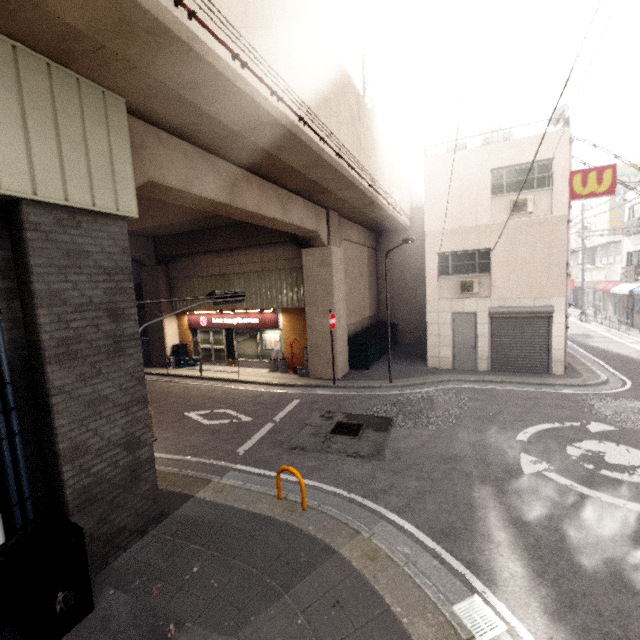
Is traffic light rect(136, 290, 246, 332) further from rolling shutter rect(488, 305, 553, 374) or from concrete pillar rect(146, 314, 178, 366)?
rolling shutter rect(488, 305, 553, 374)

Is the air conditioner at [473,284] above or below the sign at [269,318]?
above

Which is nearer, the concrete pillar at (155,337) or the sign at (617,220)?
the concrete pillar at (155,337)

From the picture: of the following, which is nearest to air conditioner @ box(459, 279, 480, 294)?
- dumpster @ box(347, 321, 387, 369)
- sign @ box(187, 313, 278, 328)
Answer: dumpster @ box(347, 321, 387, 369)

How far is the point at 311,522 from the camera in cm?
541

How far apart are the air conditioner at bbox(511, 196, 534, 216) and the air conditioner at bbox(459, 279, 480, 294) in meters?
2.6

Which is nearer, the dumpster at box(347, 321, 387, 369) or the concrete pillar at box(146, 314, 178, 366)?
the dumpster at box(347, 321, 387, 369)

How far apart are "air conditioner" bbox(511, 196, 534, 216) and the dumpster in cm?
744
